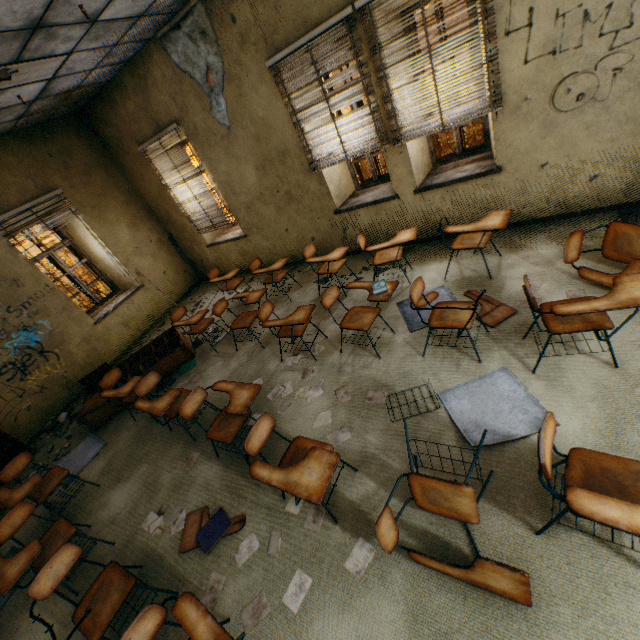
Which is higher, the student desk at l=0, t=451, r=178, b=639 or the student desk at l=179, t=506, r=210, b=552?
the student desk at l=0, t=451, r=178, b=639

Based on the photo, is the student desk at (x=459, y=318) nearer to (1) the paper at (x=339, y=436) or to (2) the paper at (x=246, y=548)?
(1) the paper at (x=339, y=436)

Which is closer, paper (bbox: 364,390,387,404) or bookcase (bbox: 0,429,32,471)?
paper (bbox: 364,390,387,404)

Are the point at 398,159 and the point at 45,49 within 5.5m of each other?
yes

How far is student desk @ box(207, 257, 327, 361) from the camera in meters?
3.7

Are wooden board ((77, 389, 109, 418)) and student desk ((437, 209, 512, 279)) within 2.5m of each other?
no

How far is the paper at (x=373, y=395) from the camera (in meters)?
3.14

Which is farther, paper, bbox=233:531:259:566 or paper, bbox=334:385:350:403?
paper, bbox=334:385:350:403
